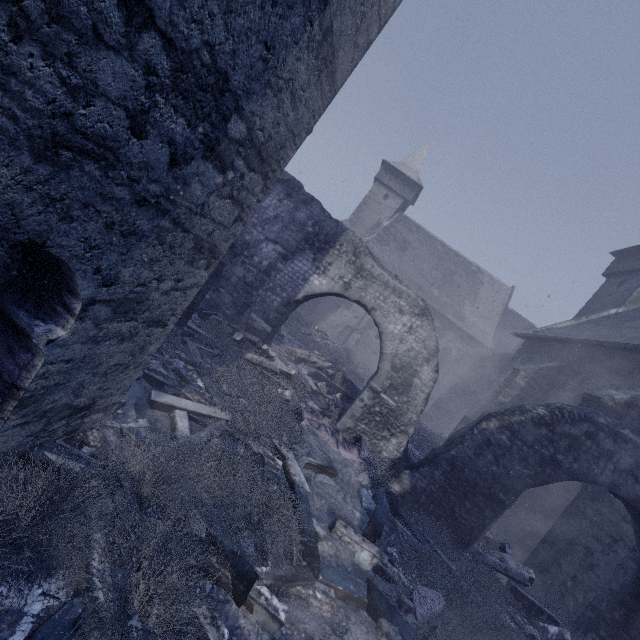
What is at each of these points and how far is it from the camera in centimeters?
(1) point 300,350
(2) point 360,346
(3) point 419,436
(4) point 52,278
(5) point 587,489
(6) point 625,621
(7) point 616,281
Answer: (1) instancedfoliageactor, 1219cm
(2) building, 2645cm
(3) instancedfoliageactor, 1362cm
(4) building, 203cm
(5) building, 859cm
(6) building, 507cm
(7) building, 1820cm

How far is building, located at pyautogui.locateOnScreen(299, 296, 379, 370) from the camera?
25.2 meters

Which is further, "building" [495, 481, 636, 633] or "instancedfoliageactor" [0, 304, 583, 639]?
"building" [495, 481, 636, 633]

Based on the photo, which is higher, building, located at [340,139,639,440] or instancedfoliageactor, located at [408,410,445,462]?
building, located at [340,139,639,440]

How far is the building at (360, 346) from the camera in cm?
2523

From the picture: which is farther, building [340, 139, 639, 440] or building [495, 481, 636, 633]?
building [340, 139, 639, 440]

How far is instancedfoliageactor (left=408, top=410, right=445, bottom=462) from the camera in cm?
1038

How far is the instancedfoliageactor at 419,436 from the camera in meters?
10.4
